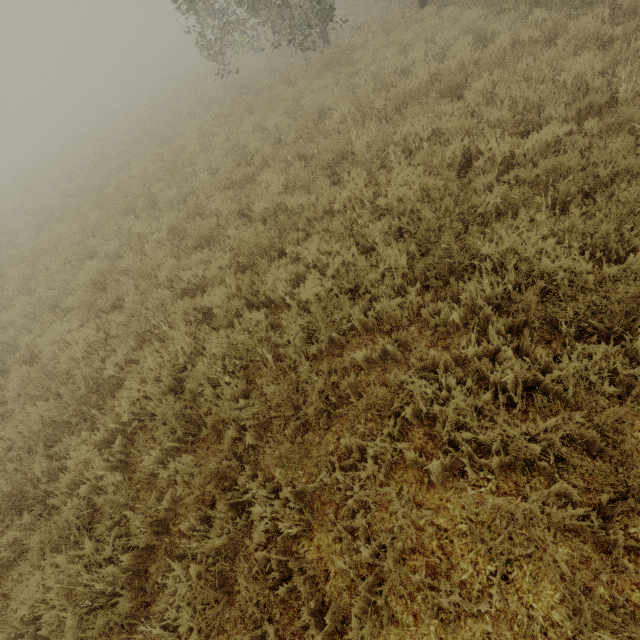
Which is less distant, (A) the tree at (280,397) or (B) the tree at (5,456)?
(A) the tree at (280,397)

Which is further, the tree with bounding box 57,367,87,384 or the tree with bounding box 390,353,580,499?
the tree with bounding box 57,367,87,384

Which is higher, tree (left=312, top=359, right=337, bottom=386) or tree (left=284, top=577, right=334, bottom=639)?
tree (left=312, top=359, right=337, bottom=386)

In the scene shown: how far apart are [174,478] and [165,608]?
1.1 meters

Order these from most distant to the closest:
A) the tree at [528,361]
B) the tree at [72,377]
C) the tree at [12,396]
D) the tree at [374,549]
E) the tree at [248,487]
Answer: the tree at [12,396] → the tree at [72,377] → the tree at [528,361] → the tree at [248,487] → the tree at [374,549]

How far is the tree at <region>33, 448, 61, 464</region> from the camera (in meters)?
4.31
